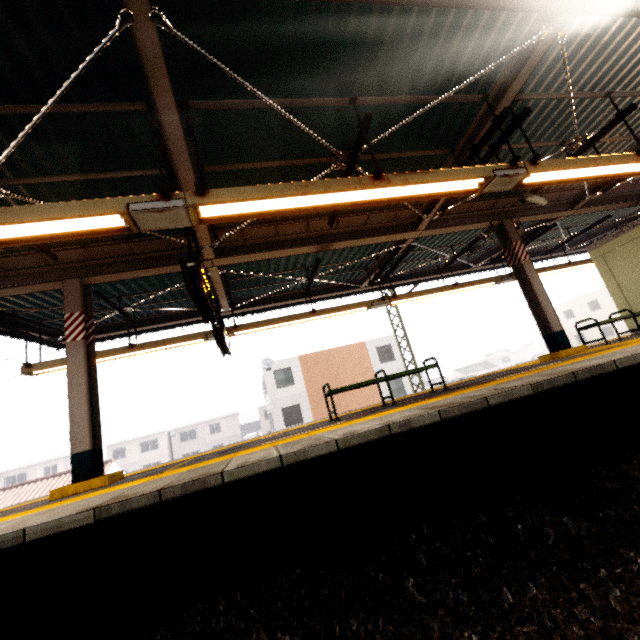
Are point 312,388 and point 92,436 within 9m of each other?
no

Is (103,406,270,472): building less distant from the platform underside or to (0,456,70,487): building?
(0,456,70,487): building

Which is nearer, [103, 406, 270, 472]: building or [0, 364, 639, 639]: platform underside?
[0, 364, 639, 639]: platform underside

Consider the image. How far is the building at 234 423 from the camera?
43.2 meters

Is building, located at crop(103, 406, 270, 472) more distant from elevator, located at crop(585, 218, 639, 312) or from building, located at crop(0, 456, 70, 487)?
elevator, located at crop(585, 218, 639, 312)

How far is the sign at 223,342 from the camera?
4.2m

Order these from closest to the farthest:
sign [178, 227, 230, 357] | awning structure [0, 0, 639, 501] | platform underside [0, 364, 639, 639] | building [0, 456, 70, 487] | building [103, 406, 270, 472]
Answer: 1. platform underside [0, 364, 639, 639]
2. awning structure [0, 0, 639, 501]
3. sign [178, 227, 230, 357]
4. building [0, 456, 70, 487]
5. building [103, 406, 270, 472]

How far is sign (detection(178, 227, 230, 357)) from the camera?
4.25m
